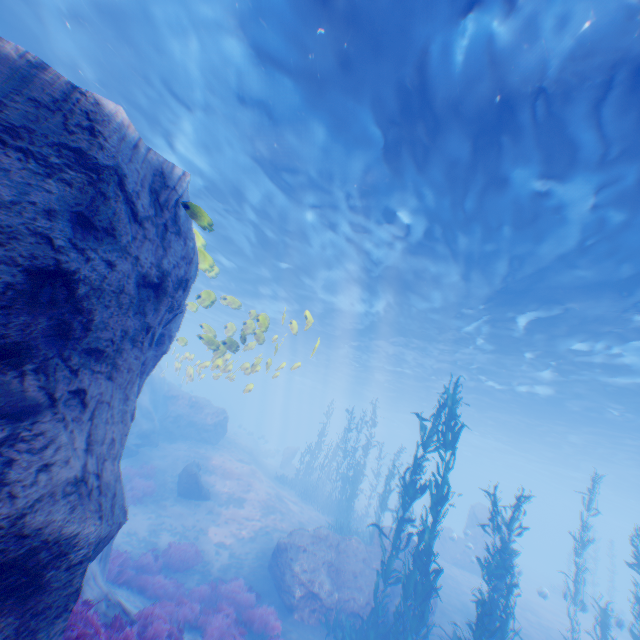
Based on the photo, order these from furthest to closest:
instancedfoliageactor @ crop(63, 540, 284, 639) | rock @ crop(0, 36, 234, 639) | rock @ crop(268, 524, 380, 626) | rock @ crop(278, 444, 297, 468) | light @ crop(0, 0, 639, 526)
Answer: rock @ crop(278, 444, 297, 468)
rock @ crop(268, 524, 380, 626)
light @ crop(0, 0, 639, 526)
instancedfoliageactor @ crop(63, 540, 284, 639)
rock @ crop(0, 36, 234, 639)

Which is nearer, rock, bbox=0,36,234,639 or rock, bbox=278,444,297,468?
rock, bbox=0,36,234,639

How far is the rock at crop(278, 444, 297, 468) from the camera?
33.9m

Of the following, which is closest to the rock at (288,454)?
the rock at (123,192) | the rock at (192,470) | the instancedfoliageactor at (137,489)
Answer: the rock at (123,192)

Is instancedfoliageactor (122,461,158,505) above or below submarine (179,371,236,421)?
below

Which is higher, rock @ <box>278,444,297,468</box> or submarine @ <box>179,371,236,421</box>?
submarine @ <box>179,371,236,421</box>

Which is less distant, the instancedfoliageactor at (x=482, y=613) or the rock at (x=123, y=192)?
the rock at (x=123, y=192)

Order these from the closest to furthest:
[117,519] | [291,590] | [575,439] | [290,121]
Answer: [117,519] → [290,121] → [291,590] → [575,439]
